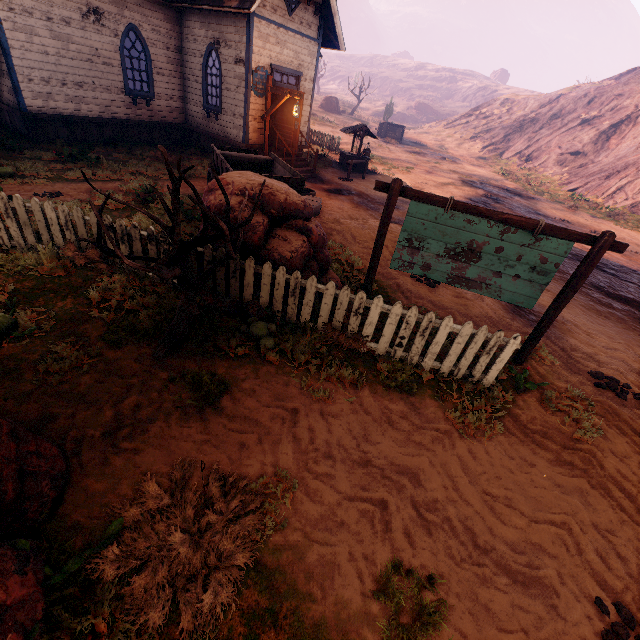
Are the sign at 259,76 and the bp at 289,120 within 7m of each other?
yes

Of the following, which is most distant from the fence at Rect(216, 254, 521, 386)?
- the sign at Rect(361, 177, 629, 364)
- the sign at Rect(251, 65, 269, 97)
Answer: the sign at Rect(251, 65, 269, 97)

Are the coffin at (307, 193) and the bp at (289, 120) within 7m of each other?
yes

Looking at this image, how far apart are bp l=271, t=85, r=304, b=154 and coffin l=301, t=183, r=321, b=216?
3.9m

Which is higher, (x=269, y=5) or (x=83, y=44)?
(x=269, y=5)

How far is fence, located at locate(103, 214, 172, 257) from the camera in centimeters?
507cm

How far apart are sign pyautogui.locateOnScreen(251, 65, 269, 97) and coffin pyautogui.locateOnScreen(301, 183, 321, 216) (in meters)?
5.29

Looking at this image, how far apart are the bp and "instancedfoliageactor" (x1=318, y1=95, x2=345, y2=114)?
44.6 meters
